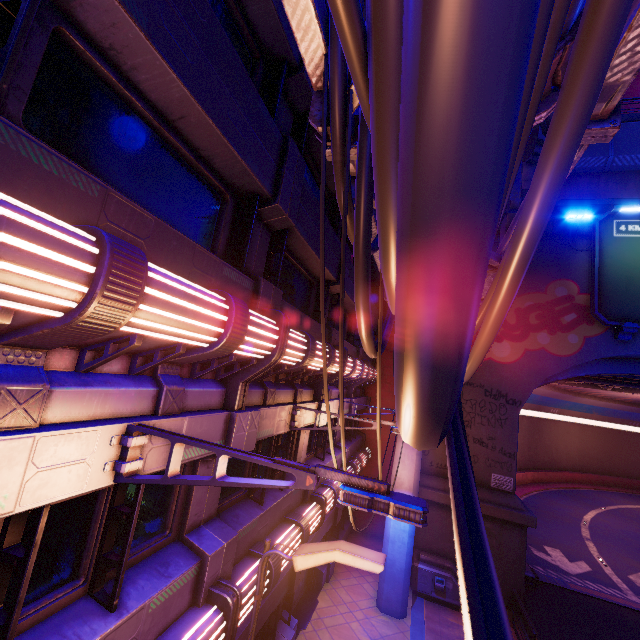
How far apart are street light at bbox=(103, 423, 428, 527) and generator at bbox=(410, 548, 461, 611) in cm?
1452

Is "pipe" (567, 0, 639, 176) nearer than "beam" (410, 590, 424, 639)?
Yes

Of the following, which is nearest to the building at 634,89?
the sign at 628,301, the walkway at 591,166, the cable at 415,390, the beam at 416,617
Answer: the walkway at 591,166

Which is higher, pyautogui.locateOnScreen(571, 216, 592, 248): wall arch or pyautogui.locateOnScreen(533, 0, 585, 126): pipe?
pyautogui.locateOnScreen(571, 216, 592, 248): wall arch

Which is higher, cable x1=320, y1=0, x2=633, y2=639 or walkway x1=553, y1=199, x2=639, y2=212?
walkway x1=553, y1=199, x2=639, y2=212

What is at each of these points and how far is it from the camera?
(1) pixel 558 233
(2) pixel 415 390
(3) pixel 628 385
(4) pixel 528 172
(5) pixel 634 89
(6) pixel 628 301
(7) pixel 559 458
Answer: (1) wall arch, 16.7m
(2) cable, 0.9m
(3) vent, 19.1m
(4) building, 14.1m
(5) building, 26.9m
(6) sign, 14.8m
(7) tunnel, 42.1m

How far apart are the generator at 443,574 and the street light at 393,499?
14.5 meters

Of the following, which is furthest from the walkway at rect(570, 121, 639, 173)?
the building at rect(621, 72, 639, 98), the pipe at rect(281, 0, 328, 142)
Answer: the pipe at rect(281, 0, 328, 142)
